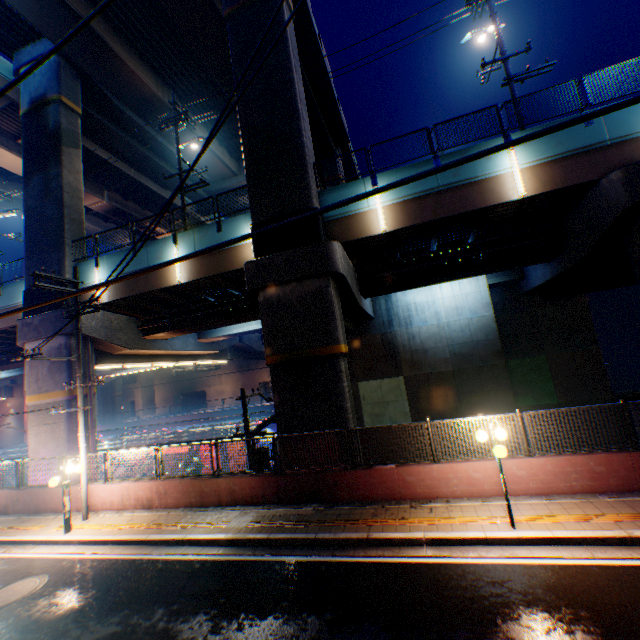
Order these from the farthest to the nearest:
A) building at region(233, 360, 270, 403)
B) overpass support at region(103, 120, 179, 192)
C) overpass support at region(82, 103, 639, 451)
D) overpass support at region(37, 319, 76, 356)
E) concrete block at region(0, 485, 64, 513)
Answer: building at region(233, 360, 270, 403) < overpass support at region(103, 120, 179, 192) < overpass support at region(37, 319, 76, 356) < concrete block at region(0, 485, 64, 513) < overpass support at region(82, 103, 639, 451)

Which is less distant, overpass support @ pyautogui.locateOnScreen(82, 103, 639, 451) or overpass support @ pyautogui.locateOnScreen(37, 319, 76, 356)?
overpass support @ pyautogui.locateOnScreen(82, 103, 639, 451)

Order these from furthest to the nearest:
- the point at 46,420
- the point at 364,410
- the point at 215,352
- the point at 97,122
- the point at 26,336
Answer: the point at 215,352 < the point at 97,122 < the point at 364,410 < the point at 26,336 < the point at 46,420

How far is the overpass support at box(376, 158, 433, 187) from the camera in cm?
1280

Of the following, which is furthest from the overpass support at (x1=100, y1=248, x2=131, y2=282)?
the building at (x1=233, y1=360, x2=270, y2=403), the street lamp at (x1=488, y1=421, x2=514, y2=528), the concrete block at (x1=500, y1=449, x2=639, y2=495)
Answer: the building at (x1=233, y1=360, x2=270, y2=403)

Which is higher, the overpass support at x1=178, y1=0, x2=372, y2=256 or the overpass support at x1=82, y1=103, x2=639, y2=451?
the overpass support at x1=178, y1=0, x2=372, y2=256

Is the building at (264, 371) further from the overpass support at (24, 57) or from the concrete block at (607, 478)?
the concrete block at (607, 478)
